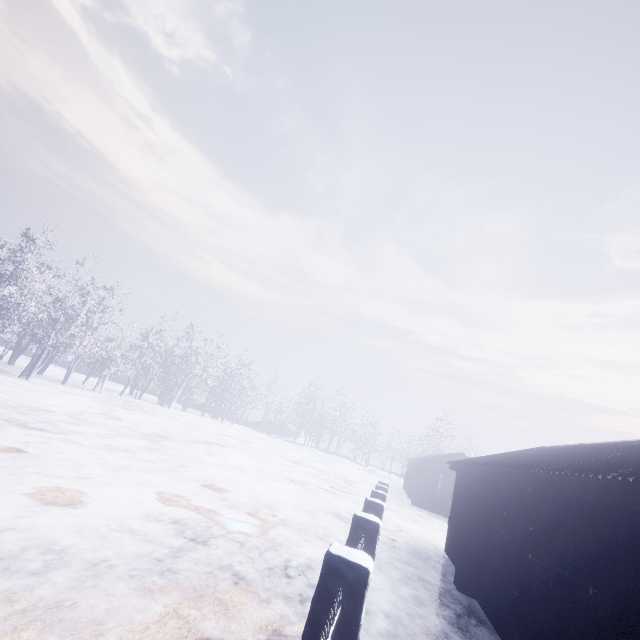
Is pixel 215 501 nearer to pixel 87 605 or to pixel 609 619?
pixel 87 605
